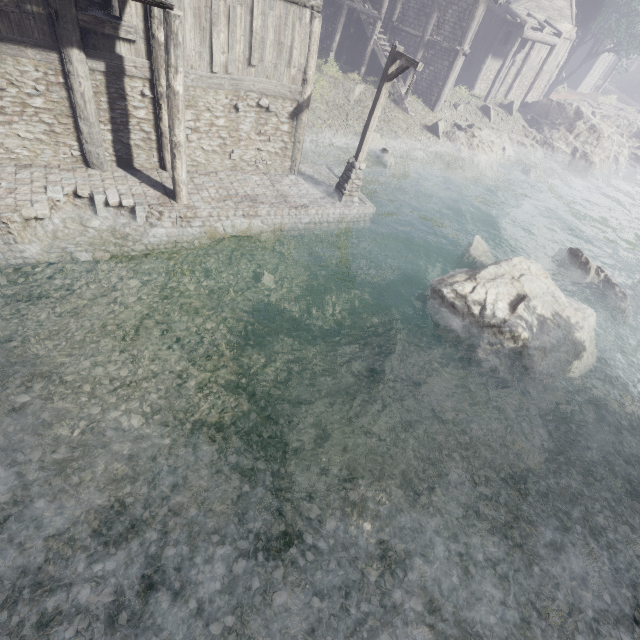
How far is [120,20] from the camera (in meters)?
8.18

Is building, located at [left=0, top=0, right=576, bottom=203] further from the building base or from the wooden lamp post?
the wooden lamp post

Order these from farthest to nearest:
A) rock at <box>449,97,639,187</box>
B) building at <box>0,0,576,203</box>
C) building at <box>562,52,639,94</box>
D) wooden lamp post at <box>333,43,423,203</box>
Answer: building at <box>562,52,639,94</box> < rock at <box>449,97,639,187</box> < wooden lamp post at <box>333,43,423,203</box> < building at <box>0,0,576,203</box>

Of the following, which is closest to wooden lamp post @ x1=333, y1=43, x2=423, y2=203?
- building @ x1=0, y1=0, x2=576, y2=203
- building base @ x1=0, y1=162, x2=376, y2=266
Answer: building base @ x1=0, y1=162, x2=376, y2=266

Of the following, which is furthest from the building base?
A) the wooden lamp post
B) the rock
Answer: the rock

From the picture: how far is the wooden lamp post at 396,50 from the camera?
9.86m

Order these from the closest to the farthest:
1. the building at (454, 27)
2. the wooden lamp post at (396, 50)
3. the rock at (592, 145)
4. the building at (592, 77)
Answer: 1. the building at (454, 27)
2. the wooden lamp post at (396, 50)
3. the rock at (592, 145)
4. the building at (592, 77)

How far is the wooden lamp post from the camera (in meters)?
9.86
